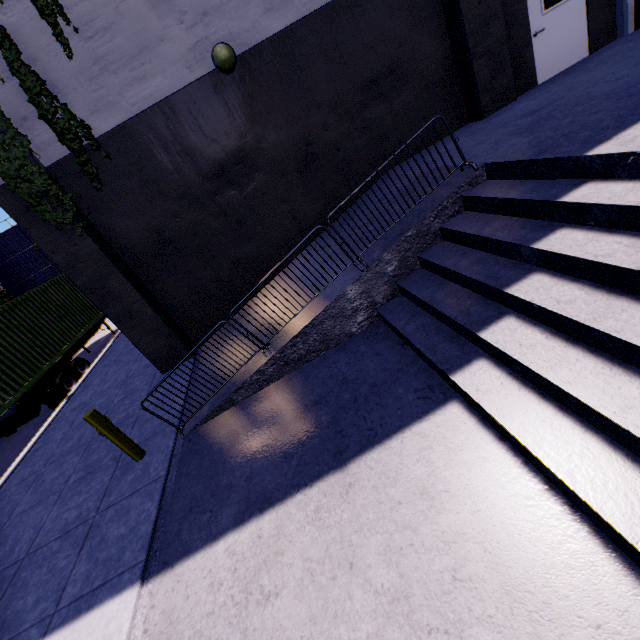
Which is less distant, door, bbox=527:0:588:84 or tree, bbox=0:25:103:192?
tree, bbox=0:25:103:192

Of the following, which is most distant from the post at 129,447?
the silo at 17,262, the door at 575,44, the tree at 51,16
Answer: the silo at 17,262

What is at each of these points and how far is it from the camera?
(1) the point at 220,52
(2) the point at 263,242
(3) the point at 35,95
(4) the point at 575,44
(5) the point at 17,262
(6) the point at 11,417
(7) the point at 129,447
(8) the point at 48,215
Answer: (1) light, 6.07m
(2) building, 8.05m
(3) tree, 5.98m
(4) door, 7.73m
(5) silo, 44.97m
(6) semi trailer, 11.06m
(7) post, 5.42m
(8) tree, 6.27m

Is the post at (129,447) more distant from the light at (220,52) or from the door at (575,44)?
the door at (575,44)

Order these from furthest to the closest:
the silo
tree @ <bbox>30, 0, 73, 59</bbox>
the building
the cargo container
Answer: the silo
the cargo container
tree @ <bbox>30, 0, 73, 59</bbox>
the building

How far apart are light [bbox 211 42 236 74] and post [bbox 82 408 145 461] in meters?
6.6 m

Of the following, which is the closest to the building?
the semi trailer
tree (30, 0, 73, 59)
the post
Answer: tree (30, 0, 73, 59)

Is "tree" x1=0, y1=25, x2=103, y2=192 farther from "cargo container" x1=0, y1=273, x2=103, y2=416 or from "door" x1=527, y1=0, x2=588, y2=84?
"door" x1=527, y1=0, x2=588, y2=84
